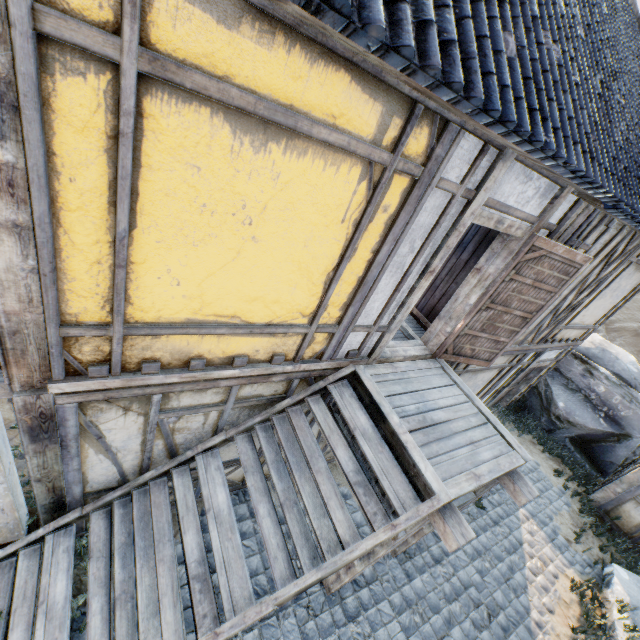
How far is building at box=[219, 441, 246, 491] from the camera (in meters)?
4.42

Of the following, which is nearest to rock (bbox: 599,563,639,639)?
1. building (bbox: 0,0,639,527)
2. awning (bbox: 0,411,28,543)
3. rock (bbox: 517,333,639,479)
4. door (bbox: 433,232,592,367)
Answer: rock (bbox: 517,333,639,479)

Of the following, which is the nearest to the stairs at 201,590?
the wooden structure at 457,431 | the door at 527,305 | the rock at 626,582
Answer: the wooden structure at 457,431

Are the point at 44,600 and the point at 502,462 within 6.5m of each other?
yes

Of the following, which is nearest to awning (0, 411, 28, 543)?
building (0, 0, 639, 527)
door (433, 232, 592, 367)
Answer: building (0, 0, 639, 527)

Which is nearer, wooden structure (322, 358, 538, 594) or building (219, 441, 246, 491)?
wooden structure (322, 358, 538, 594)

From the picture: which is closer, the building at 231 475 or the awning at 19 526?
the awning at 19 526

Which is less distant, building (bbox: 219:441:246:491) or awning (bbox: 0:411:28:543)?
awning (bbox: 0:411:28:543)
